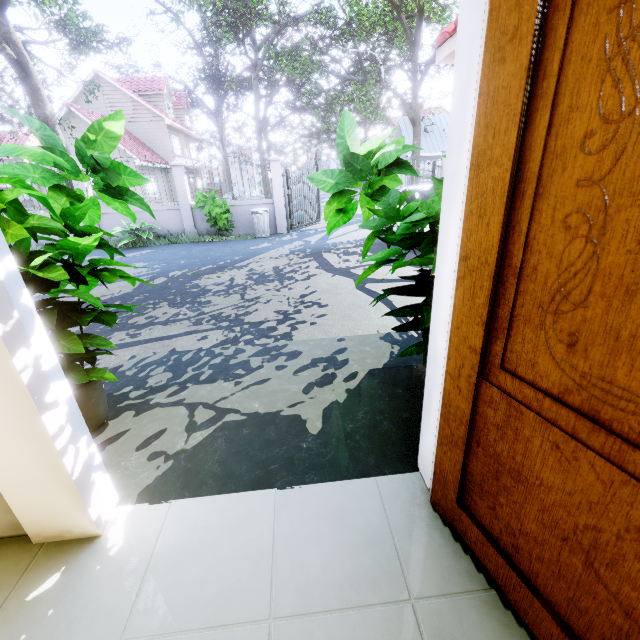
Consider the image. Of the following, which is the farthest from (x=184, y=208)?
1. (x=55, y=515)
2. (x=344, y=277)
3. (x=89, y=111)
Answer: (x=89, y=111)

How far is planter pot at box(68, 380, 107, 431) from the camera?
1.9m

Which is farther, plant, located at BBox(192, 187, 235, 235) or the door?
plant, located at BBox(192, 187, 235, 235)

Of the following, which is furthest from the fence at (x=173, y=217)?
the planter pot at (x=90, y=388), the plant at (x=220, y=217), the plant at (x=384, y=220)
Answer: the planter pot at (x=90, y=388)

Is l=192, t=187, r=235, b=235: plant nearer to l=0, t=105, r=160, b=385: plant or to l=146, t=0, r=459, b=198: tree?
l=146, t=0, r=459, b=198: tree

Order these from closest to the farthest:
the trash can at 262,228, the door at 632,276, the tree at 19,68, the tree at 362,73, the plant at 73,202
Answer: the door at 632,276 → the plant at 73,202 → the tree at 19,68 → the trash can at 262,228 → the tree at 362,73

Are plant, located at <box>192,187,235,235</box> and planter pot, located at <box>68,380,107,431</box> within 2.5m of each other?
no

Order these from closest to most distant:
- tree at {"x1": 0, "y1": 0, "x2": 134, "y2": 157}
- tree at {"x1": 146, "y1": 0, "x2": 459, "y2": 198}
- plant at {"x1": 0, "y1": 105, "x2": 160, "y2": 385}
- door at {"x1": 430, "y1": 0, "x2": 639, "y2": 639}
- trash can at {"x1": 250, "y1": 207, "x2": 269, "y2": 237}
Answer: door at {"x1": 430, "y1": 0, "x2": 639, "y2": 639}
plant at {"x1": 0, "y1": 105, "x2": 160, "y2": 385}
tree at {"x1": 0, "y1": 0, "x2": 134, "y2": 157}
trash can at {"x1": 250, "y1": 207, "x2": 269, "y2": 237}
tree at {"x1": 146, "y1": 0, "x2": 459, "y2": 198}
